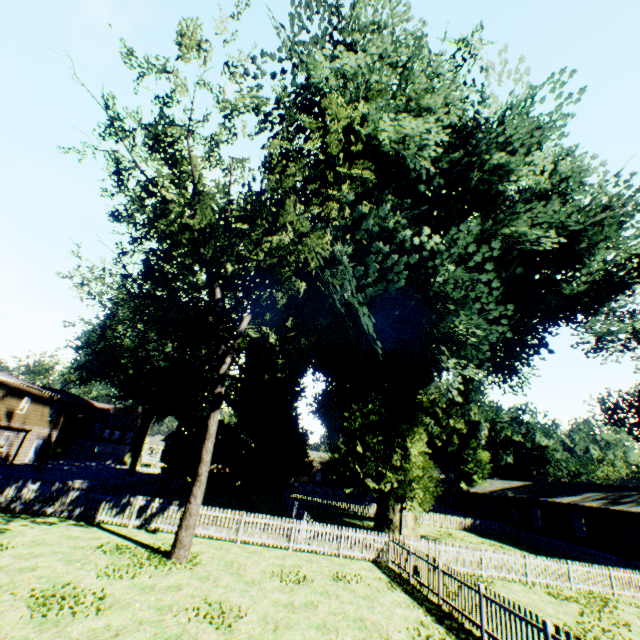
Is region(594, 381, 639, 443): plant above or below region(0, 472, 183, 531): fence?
above

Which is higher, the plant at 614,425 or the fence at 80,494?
the plant at 614,425

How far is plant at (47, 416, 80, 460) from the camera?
39.5 meters

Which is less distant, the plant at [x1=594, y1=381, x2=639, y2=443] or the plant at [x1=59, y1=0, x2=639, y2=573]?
the plant at [x1=59, y1=0, x2=639, y2=573]

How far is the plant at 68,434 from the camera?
39.5 meters

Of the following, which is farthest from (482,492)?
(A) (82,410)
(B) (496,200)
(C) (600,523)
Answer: (A) (82,410)

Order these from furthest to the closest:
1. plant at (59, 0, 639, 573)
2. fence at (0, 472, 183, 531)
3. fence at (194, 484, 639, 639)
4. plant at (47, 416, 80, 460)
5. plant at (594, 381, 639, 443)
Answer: plant at (47, 416, 80, 460)
plant at (594, 381, 639, 443)
fence at (0, 472, 183, 531)
plant at (59, 0, 639, 573)
fence at (194, 484, 639, 639)
